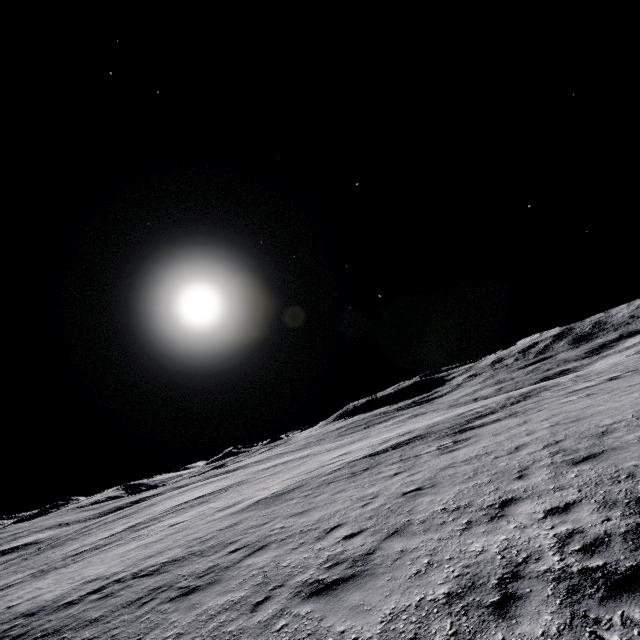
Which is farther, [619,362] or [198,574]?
[619,362]
